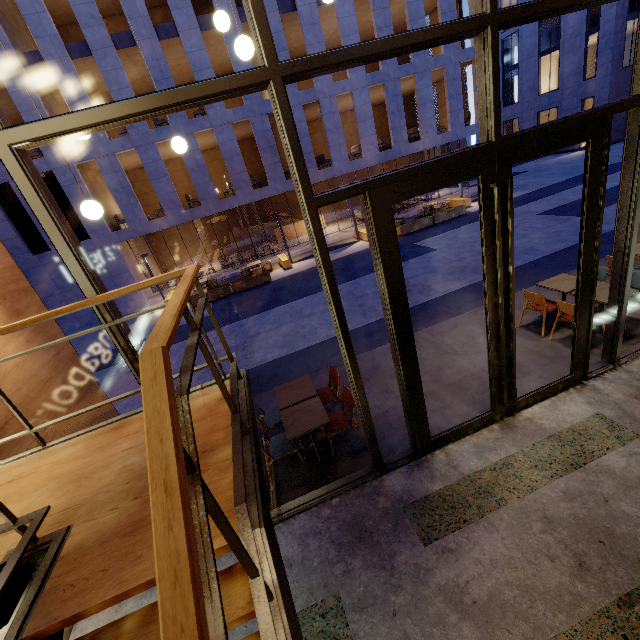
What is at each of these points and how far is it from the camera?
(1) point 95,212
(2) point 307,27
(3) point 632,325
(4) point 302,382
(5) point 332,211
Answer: (1) lamp, 3.2m
(2) building, 16.4m
(3) building, 5.7m
(4) table, 5.4m
(5) building, 26.8m

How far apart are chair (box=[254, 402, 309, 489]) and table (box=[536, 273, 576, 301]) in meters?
5.4 m

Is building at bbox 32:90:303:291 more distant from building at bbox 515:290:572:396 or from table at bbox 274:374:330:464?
table at bbox 274:374:330:464

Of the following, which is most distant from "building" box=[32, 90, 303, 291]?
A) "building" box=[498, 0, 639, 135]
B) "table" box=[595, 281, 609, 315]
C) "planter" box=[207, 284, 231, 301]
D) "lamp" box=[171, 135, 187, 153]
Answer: "table" box=[595, 281, 609, 315]

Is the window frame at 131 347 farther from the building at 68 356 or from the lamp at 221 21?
the lamp at 221 21

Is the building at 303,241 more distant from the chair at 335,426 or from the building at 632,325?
the chair at 335,426

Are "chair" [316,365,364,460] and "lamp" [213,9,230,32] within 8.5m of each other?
yes

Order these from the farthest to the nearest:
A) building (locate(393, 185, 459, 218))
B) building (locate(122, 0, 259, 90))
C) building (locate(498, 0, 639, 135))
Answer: building (locate(498, 0, 639, 135)) < building (locate(393, 185, 459, 218)) < building (locate(122, 0, 259, 90))
